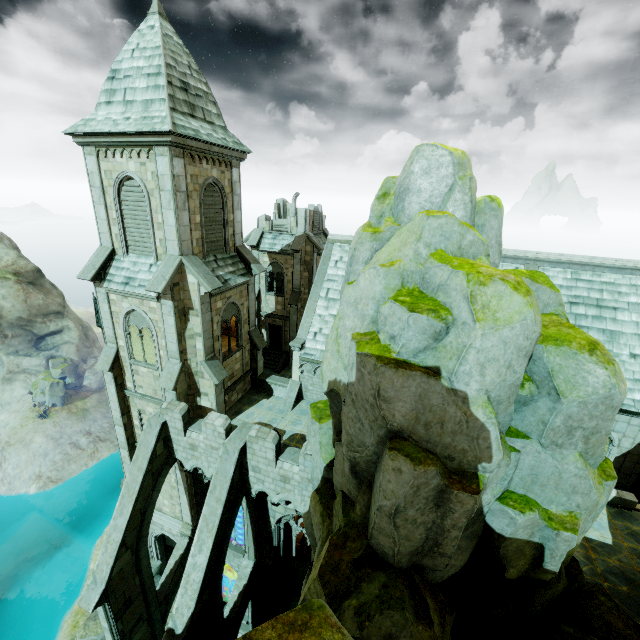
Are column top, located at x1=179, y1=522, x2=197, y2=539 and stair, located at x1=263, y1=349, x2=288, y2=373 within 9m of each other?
no

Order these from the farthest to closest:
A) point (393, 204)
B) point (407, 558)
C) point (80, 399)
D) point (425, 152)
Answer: point (80, 399)
point (393, 204)
point (425, 152)
point (407, 558)

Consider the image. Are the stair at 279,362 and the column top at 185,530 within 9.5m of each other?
no

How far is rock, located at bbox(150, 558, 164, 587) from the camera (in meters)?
21.90

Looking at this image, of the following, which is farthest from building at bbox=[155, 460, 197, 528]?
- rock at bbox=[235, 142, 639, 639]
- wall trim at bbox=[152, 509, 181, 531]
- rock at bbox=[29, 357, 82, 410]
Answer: rock at bbox=[29, 357, 82, 410]

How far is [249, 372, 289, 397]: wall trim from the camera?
20.06m

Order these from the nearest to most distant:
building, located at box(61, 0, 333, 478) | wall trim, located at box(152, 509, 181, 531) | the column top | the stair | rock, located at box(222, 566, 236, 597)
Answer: building, located at box(61, 0, 333, 478), the column top, wall trim, located at box(152, 509, 181, 531), rock, located at box(222, 566, 236, 597), the stair

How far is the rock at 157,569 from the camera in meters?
21.9
